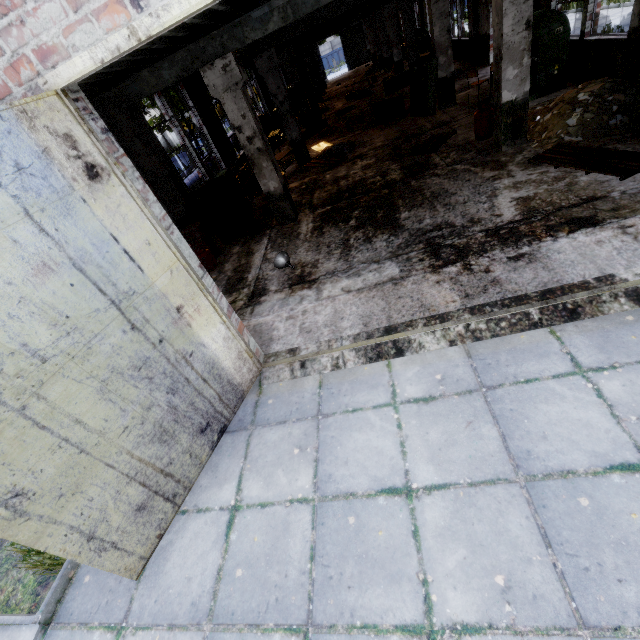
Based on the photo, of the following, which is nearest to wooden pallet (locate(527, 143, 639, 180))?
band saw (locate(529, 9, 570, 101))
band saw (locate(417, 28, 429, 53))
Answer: band saw (locate(529, 9, 570, 101))

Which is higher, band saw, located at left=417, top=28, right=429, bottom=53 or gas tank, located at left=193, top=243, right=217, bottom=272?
band saw, located at left=417, top=28, right=429, bottom=53

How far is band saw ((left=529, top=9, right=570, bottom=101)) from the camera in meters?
8.6 m

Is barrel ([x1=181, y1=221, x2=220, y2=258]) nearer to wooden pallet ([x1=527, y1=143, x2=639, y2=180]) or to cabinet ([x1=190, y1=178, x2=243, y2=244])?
cabinet ([x1=190, y1=178, x2=243, y2=244])

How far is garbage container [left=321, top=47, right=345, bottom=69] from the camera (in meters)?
54.50

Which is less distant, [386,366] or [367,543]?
[367,543]

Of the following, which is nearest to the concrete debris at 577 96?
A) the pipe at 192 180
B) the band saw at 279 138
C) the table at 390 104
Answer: the table at 390 104

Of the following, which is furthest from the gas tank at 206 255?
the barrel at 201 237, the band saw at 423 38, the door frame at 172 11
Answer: the band saw at 423 38
